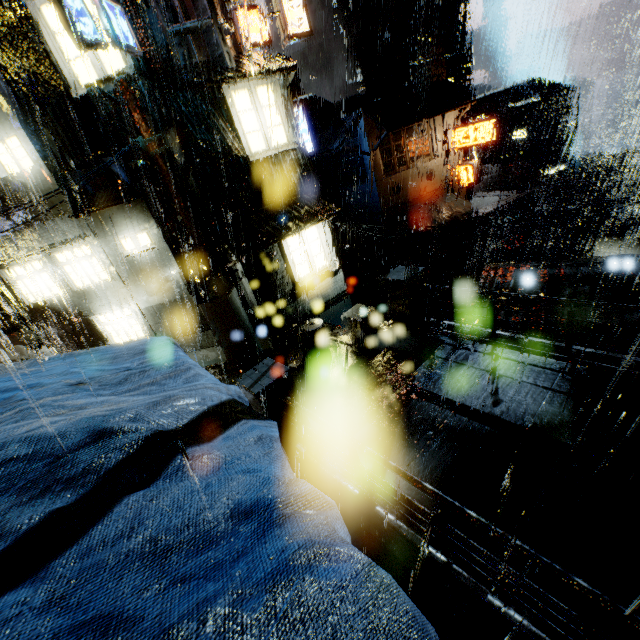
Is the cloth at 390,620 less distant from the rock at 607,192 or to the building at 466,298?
the building at 466,298

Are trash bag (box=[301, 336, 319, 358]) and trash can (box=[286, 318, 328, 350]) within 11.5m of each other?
yes

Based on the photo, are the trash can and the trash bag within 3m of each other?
yes

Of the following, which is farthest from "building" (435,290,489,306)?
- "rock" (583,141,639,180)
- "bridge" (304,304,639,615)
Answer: "rock" (583,141,639,180)

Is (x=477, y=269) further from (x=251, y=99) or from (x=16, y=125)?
(x=16, y=125)

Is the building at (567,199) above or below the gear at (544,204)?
below

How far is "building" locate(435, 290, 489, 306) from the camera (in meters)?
10.84

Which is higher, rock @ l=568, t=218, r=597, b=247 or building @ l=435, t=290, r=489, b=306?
building @ l=435, t=290, r=489, b=306
